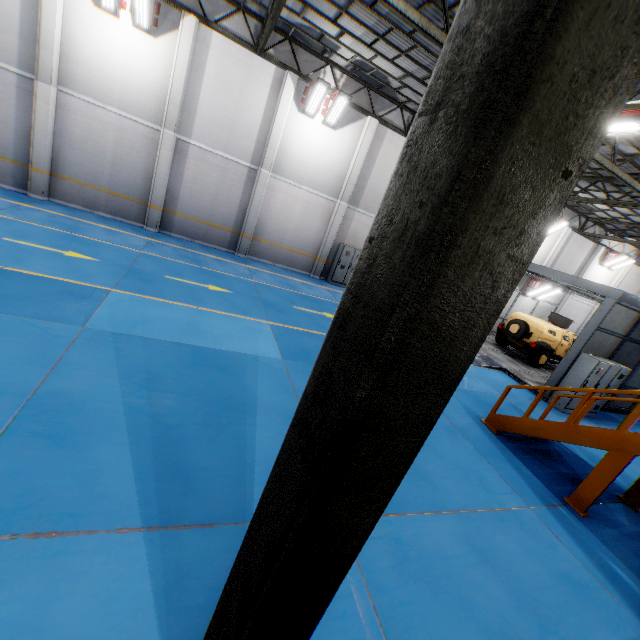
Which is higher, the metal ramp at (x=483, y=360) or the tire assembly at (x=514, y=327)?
the tire assembly at (x=514, y=327)

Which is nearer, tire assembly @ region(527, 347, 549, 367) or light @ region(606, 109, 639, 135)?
light @ region(606, 109, 639, 135)

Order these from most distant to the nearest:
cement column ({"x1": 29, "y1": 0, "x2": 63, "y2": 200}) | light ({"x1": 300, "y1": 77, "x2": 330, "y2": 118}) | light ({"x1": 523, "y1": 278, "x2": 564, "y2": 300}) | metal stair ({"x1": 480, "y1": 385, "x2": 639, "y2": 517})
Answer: light ({"x1": 523, "y1": 278, "x2": 564, "y2": 300}), light ({"x1": 300, "y1": 77, "x2": 330, "y2": 118}), cement column ({"x1": 29, "y1": 0, "x2": 63, "y2": 200}), metal stair ({"x1": 480, "y1": 385, "x2": 639, "y2": 517})

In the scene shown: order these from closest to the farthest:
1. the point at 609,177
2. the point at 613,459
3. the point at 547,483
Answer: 1. the point at 613,459
2. the point at 547,483
3. the point at 609,177

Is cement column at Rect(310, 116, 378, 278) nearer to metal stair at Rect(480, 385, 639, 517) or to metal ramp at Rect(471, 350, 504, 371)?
metal ramp at Rect(471, 350, 504, 371)

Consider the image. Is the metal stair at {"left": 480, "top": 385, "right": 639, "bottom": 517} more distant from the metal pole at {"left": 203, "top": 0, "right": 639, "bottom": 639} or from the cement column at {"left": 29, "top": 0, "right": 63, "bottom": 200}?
the cement column at {"left": 29, "top": 0, "right": 63, "bottom": 200}

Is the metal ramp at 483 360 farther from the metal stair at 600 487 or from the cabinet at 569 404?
the metal stair at 600 487

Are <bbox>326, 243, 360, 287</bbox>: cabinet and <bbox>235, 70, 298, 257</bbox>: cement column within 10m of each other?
yes
